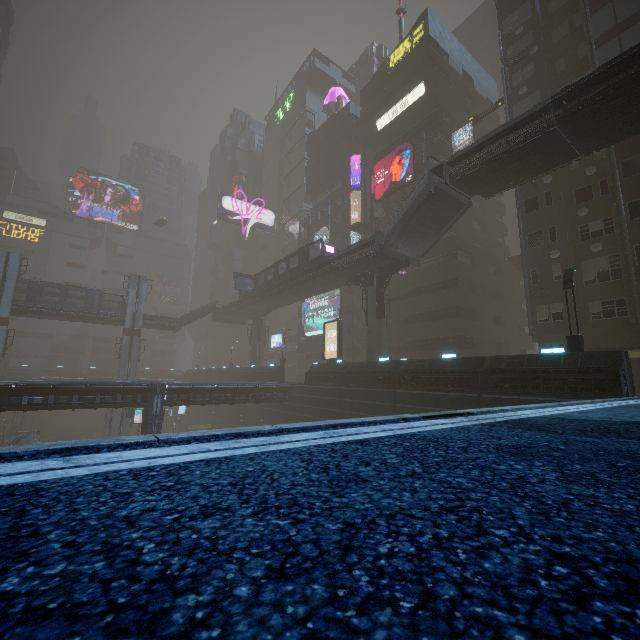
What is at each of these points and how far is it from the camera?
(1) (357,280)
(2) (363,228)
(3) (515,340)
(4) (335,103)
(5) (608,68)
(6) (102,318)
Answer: (1) building structure, 32.59m
(2) car, 41.53m
(3) building, 37.47m
(4) mannequin, 56.78m
(5) bridge, 14.80m
(6) bridge, 45.22m

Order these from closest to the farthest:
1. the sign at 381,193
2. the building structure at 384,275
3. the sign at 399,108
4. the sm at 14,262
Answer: the building structure at 384,275
the sign at 381,193
the sign at 399,108
the sm at 14,262

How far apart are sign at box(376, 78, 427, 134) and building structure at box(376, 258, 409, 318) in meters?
22.7

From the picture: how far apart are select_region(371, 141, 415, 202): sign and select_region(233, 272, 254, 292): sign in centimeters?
1929cm

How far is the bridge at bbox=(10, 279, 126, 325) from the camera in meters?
40.7

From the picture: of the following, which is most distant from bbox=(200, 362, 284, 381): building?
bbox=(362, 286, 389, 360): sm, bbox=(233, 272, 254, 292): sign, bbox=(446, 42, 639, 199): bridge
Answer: bbox=(233, 272, 254, 292): sign

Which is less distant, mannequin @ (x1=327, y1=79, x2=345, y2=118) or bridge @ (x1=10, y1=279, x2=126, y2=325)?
bridge @ (x1=10, y1=279, x2=126, y2=325)

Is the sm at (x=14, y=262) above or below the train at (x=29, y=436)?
above
